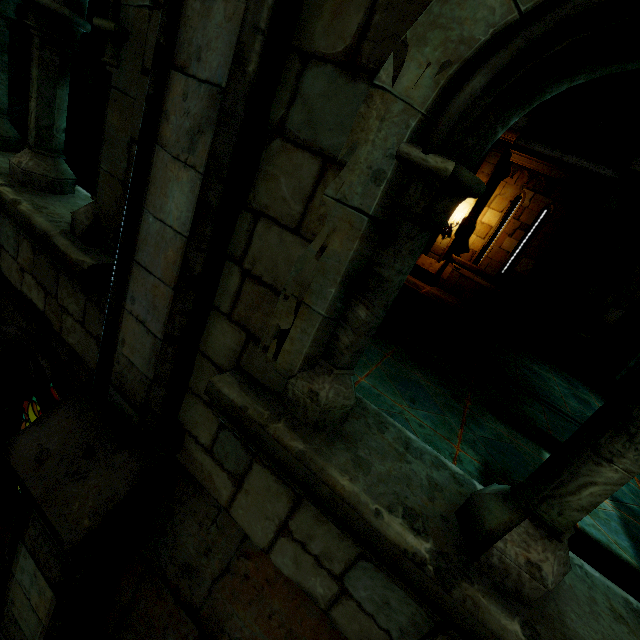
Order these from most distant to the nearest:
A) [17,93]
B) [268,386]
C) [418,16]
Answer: [17,93]
[268,386]
[418,16]

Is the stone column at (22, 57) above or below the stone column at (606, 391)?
above

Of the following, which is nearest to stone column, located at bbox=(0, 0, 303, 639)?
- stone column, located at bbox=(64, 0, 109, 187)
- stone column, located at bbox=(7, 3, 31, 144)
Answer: stone column, located at bbox=(7, 3, 31, 144)

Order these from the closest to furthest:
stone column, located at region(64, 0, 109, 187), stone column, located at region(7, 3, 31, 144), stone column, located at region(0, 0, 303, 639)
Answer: stone column, located at region(0, 0, 303, 639) → stone column, located at region(7, 3, 31, 144) → stone column, located at region(64, 0, 109, 187)

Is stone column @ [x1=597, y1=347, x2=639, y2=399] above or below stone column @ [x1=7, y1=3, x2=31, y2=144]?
below

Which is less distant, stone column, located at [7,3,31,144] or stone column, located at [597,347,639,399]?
stone column, located at [7,3,31,144]

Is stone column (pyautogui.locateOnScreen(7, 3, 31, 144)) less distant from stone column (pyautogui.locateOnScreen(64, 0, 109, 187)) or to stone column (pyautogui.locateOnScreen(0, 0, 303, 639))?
stone column (pyautogui.locateOnScreen(64, 0, 109, 187))

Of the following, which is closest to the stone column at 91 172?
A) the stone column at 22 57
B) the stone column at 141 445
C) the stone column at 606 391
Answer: the stone column at 22 57
